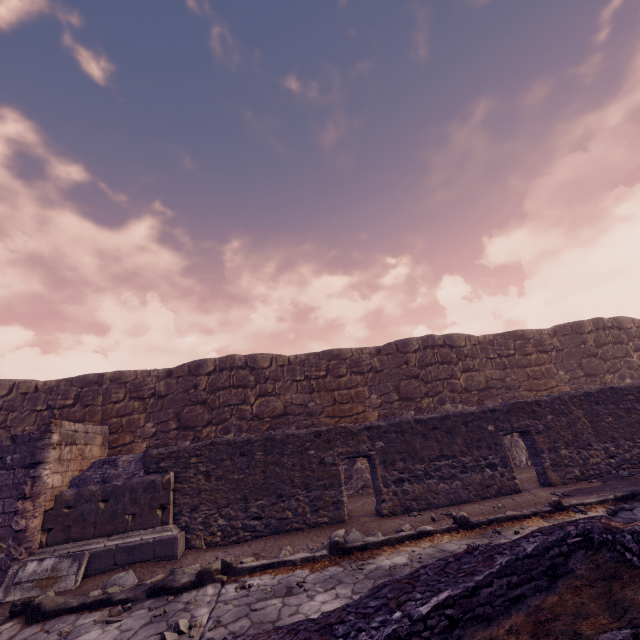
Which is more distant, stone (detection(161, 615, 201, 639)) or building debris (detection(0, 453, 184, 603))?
building debris (detection(0, 453, 184, 603))

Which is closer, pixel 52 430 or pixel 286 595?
pixel 286 595

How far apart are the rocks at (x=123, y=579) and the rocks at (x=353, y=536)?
2.79m

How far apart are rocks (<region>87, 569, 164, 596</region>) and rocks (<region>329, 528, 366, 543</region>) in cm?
279

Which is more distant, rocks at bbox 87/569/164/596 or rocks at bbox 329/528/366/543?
rocks at bbox 329/528/366/543

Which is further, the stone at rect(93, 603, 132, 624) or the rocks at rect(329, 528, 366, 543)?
the rocks at rect(329, 528, 366, 543)

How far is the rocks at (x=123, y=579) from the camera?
4.8m

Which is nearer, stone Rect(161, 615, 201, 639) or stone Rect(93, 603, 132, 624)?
stone Rect(161, 615, 201, 639)
